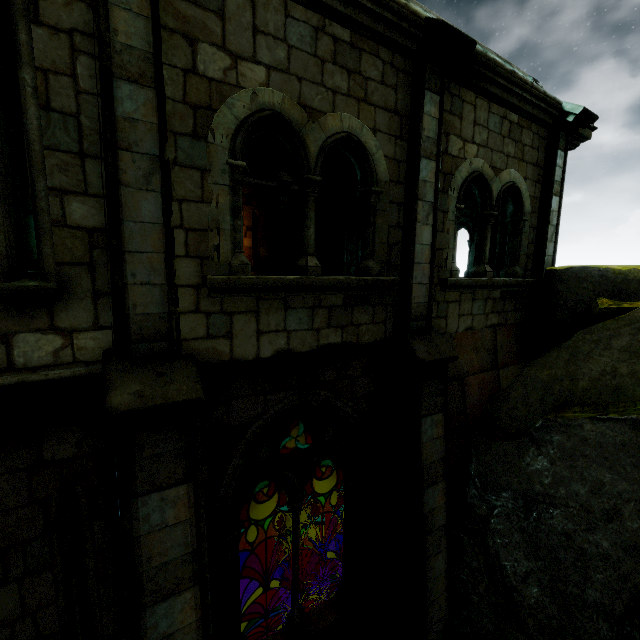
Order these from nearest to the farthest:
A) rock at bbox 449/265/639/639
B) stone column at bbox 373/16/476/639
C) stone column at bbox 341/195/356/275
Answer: rock at bbox 449/265/639/639
stone column at bbox 373/16/476/639
stone column at bbox 341/195/356/275

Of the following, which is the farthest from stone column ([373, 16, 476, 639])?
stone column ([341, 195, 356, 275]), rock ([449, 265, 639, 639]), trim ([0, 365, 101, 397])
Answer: stone column ([341, 195, 356, 275])

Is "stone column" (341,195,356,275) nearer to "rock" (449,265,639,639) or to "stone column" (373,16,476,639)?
"rock" (449,265,639,639)

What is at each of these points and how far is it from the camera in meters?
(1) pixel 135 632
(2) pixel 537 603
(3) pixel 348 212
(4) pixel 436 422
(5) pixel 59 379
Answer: (1) stone column, 3.0
(2) rock, 4.5
(3) stone column, 15.4
(4) stone column, 4.9
(5) trim, 2.9

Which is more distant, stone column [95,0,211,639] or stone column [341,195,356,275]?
stone column [341,195,356,275]

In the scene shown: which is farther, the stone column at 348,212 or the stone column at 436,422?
the stone column at 348,212

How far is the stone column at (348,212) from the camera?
15.33m

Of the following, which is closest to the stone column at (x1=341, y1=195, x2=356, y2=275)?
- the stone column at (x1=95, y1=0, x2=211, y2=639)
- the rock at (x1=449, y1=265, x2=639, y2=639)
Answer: the rock at (x1=449, y1=265, x2=639, y2=639)
